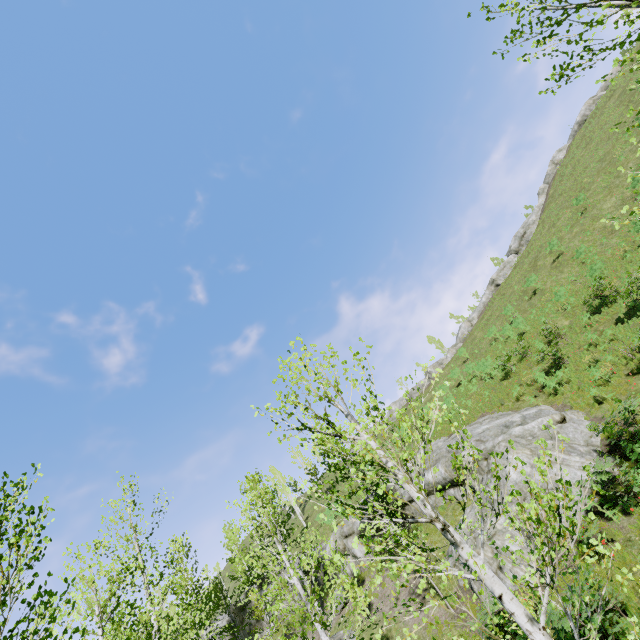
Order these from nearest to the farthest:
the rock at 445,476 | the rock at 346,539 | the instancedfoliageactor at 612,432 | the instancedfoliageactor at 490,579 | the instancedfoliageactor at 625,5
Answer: the instancedfoliageactor at 490,579 < the instancedfoliageactor at 625,5 < the instancedfoliageactor at 612,432 < the rock at 445,476 < the rock at 346,539

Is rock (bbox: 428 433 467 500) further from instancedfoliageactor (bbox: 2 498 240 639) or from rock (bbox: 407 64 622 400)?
rock (bbox: 407 64 622 400)

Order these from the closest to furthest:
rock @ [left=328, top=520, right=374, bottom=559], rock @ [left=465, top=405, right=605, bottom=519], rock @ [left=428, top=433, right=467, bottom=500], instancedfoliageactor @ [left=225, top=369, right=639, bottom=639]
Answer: instancedfoliageactor @ [left=225, top=369, right=639, bottom=639] < rock @ [left=465, top=405, right=605, bottom=519] < rock @ [left=428, top=433, right=467, bottom=500] < rock @ [left=328, top=520, right=374, bottom=559]

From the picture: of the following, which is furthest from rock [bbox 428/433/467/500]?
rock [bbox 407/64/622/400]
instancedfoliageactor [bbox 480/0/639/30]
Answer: rock [bbox 407/64/622/400]

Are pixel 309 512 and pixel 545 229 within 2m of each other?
no

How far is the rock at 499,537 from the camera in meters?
11.6
